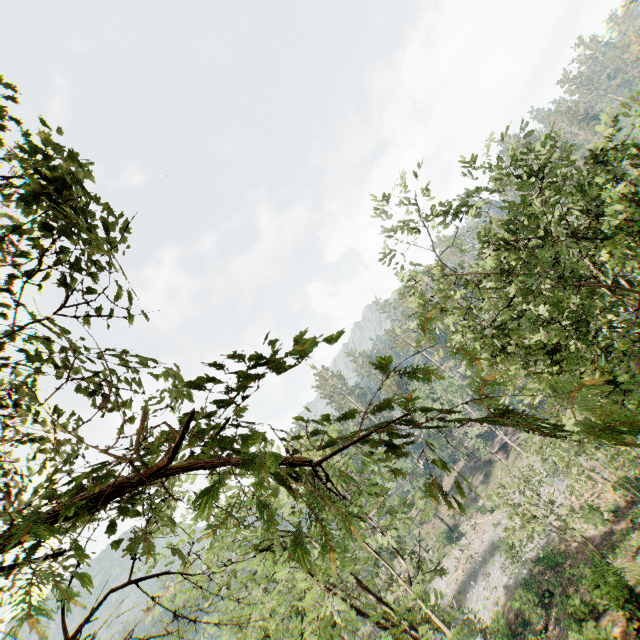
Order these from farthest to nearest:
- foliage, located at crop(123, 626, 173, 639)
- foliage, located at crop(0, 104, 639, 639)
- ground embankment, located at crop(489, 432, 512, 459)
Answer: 1. ground embankment, located at crop(489, 432, 512, 459)
2. foliage, located at crop(123, 626, 173, 639)
3. foliage, located at crop(0, 104, 639, 639)

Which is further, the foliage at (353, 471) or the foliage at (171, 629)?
the foliage at (171, 629)

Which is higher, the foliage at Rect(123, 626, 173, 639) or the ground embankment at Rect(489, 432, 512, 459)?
the foliage at Rect(123, 626, 173, 639)

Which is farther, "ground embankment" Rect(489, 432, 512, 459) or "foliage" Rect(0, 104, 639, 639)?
"ground embankment" Rect(489, 432, 512, 459)

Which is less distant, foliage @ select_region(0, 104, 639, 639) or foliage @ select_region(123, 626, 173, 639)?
foliage @ select_region(0, 104, 639, 639)

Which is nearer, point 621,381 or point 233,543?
point 621,381

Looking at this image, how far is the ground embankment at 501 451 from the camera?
53.7m
